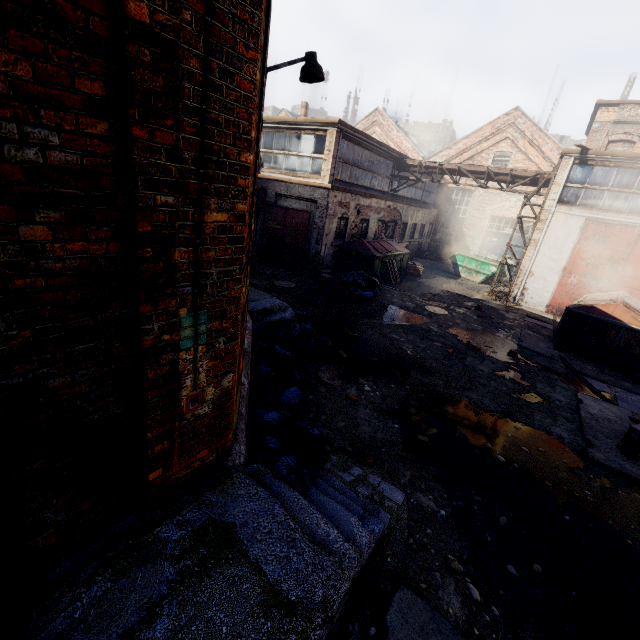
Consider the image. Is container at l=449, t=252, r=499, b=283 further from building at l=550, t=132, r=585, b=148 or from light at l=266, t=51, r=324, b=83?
building at l=550, t=132, r=585, b=148

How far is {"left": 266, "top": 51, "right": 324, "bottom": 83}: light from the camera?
5.04m

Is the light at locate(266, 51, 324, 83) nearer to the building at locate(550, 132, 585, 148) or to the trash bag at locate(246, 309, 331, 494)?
the trash bag at locate(246, 309, 331, 494)

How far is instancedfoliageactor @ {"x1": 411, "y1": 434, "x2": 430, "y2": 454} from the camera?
5.0m

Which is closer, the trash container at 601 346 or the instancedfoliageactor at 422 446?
the instancedfoliageactor at 422 446

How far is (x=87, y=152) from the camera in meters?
1.5 m

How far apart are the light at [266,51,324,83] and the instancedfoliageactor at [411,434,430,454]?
5.6m

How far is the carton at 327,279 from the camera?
13.0m
